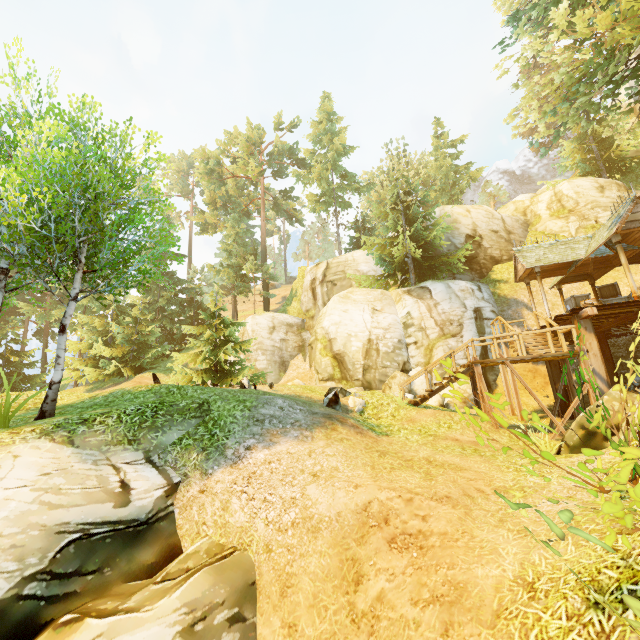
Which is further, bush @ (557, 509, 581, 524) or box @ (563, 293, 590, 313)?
box @ (563, 293, 590, 313)

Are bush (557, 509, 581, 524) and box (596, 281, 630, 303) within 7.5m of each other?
no

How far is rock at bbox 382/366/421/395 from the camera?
17.5 meters

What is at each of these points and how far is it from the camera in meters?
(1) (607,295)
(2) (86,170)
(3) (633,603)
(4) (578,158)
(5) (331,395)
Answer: (1) box, 16.3
(2) tree, 7.9
(3) bush, 1.5
(4) tree, 26.9
(5) rock, 10.9

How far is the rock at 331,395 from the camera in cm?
1094

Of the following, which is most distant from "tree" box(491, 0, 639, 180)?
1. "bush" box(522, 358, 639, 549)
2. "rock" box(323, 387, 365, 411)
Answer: "bush" box(522, 358, 639, 549)

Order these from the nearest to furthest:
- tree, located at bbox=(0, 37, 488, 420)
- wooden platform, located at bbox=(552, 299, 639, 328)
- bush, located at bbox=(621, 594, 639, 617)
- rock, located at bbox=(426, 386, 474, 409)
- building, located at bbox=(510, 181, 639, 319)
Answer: bush, located at bbox=(621, 594, 639, 617) → tree, located at bbox=(0, 37, 488, 420) → wooden platform, located at bbox=(552, 299, 639, 328) → building, located at bbox=(510, 181, 639, 319) → rock, located at bbox=(426, 386, 474, 409)

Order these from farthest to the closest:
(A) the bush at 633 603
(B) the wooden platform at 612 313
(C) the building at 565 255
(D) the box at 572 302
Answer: (D) the box at 572 302 < (C) the building at 565 255 < (B) the wooden platform at 612 313 < (A) the bush at 633 603
